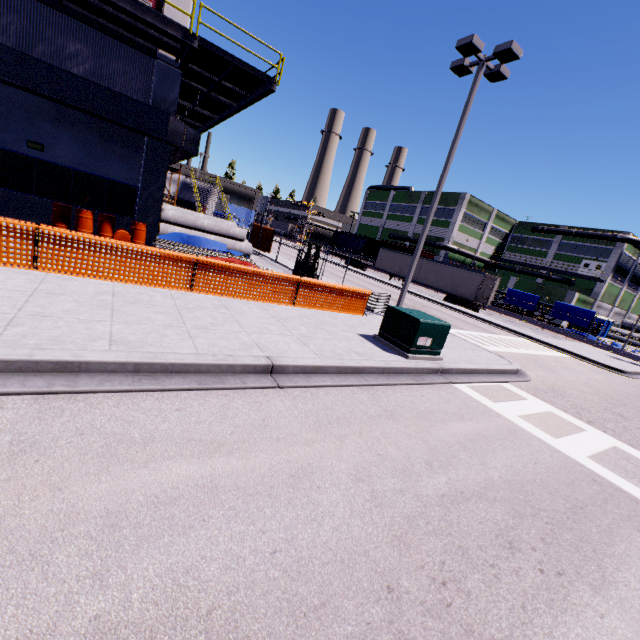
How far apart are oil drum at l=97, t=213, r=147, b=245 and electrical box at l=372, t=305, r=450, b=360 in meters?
11.1

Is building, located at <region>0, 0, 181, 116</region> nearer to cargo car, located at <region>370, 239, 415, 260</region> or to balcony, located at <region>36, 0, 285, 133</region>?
balcony, located at <region>36, 0, 285, 133</region>

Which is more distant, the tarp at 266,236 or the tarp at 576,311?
the tarp at 576,311

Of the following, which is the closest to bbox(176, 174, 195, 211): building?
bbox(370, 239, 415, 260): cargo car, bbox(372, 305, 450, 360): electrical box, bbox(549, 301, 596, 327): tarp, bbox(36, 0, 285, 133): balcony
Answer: bbox(36, 0, 285, 133): balcony

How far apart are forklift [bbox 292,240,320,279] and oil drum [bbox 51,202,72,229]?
9.5m

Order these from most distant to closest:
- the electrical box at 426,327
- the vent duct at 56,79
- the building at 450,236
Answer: the building at 450,236, the vent duct at 56,79, the electrical box at 426,327

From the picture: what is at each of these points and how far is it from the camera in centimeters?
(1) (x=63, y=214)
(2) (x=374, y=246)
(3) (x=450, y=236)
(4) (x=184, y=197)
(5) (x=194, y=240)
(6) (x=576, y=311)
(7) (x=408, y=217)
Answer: (1) oil drum, 1262cm
(2) cargo car, 5722cm
(3) building, 5025cm
(4) building, 3638cm
(5) tarp, 1738cm
(6) tarp, 3575cm
(7) building, 5809cm

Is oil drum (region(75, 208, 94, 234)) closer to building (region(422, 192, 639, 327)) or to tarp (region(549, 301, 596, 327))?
building (region(422, 192, 639, 327))
